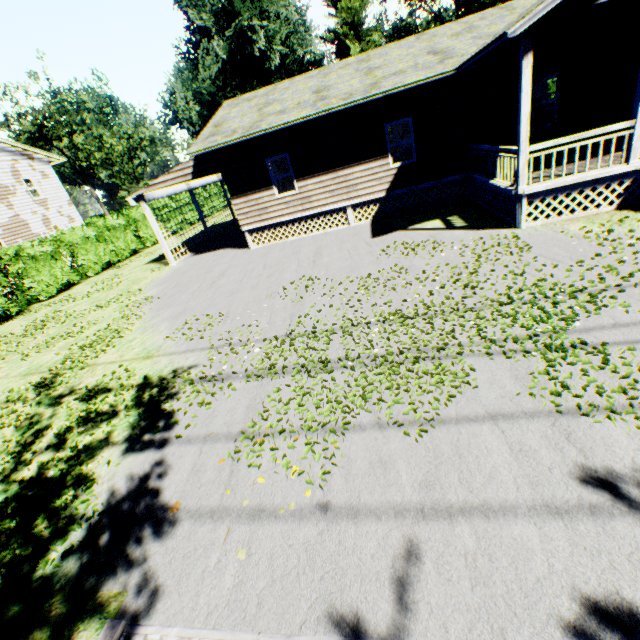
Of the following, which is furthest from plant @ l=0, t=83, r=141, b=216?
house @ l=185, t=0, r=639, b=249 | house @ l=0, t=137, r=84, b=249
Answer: house @ l=185, t=0, r=639, b=249

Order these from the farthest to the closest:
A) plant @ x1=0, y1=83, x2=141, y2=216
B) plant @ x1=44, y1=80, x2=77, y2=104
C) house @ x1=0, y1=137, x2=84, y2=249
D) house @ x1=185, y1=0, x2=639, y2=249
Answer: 1. plant @ x1=0, y1=83, x2=141, y2=216
2. plant @ x1=44, y1=80, x2=77, y2=104
3. house @ x1=0, y1=137, x2=84, y2=249
4. house @ x1=185, y1=0, x2=639, y2=249

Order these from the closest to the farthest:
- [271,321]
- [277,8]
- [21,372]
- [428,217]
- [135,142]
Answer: [271,321] → [21,372] → [428,217] → [277,8] → [135,142]

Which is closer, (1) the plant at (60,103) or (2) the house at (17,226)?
(2) the house at (17,226)

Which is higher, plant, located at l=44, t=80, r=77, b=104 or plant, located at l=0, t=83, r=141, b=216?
plant, located at l=44, t=80, r=77, b=104

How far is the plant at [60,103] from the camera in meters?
38.5

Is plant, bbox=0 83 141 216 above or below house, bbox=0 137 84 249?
above

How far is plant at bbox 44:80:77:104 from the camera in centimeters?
3853cm
